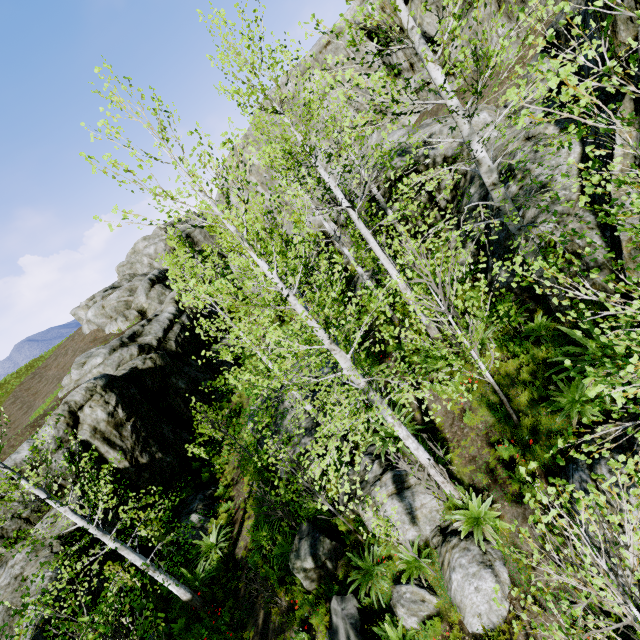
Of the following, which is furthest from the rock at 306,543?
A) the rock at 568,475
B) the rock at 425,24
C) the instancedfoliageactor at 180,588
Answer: the rock at 568,475

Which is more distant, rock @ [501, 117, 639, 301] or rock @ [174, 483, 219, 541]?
rock @ [174, 483, 219, 541]

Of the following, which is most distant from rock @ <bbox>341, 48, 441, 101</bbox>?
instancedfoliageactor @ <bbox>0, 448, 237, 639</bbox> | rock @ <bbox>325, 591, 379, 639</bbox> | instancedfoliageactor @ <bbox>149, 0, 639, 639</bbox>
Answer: rock @ <bbox>325, 591, 379, 639</bbox>

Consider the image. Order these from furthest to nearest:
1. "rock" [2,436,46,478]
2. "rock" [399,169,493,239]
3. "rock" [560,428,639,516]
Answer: "rock" [2,436,46,478]
"rock" [399,169,493,239]
"rock" [560,428,639,516]

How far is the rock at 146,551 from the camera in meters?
13.2 m

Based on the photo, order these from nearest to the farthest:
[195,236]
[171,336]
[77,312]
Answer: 1. [171,336]
2. [77,312]
3. [195,236]

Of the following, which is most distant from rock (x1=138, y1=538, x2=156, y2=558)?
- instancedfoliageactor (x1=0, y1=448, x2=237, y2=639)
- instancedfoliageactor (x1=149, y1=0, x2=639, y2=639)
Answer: instancedfoliageactor (x1=0, y1=448, x2=237, y2=639)

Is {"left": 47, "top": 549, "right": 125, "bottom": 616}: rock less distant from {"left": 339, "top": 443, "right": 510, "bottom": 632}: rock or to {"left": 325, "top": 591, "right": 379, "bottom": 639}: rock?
{"left": 339, "top": 443, "right": 510, "bottom": 632}: rock
